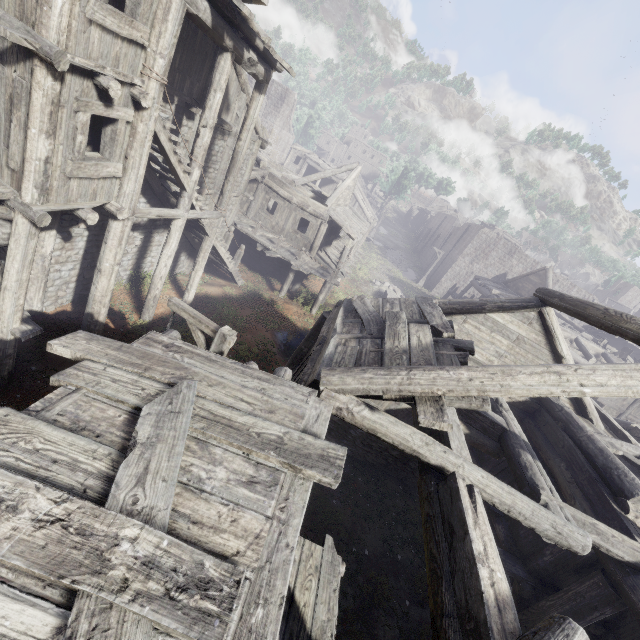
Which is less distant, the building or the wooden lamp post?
the building

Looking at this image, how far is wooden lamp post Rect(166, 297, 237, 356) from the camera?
6.38m

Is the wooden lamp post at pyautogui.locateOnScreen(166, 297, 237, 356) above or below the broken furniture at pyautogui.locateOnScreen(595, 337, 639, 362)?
below

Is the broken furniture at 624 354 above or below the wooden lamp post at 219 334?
above

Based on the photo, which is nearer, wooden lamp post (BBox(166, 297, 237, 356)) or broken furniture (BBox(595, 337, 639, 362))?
wooden lamp post (BBox(166, 297, 237, 356))

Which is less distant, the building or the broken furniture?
the building

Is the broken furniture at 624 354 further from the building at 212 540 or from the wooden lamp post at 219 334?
the wooden lamp post at 219 334

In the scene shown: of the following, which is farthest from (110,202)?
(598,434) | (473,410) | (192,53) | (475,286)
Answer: (475,286)
